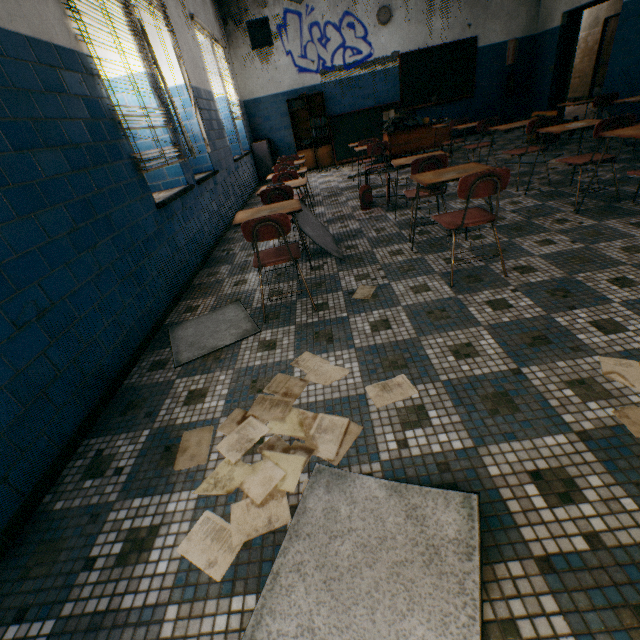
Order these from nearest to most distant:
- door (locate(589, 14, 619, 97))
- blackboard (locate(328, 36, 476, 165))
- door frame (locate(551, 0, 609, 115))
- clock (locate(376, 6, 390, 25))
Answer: door frame (locate(551, 0, 609, 115)) → clock (locate(376, 6, 390, 25)) → blackboard (locate(328, 36, 476, 165)) → door (locate(589, 14, 619, 97))

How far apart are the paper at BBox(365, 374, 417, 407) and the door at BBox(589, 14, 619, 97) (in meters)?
14.65

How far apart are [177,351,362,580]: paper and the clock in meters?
9.7 m

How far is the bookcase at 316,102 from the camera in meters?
8.7

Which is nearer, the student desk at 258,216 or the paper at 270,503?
the paper at 270,503

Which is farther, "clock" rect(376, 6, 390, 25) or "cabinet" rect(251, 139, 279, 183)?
"cabinet" rect(251, 139, 279, 183)

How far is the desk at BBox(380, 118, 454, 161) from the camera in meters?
7.1 m

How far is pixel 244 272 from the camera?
3.53m
